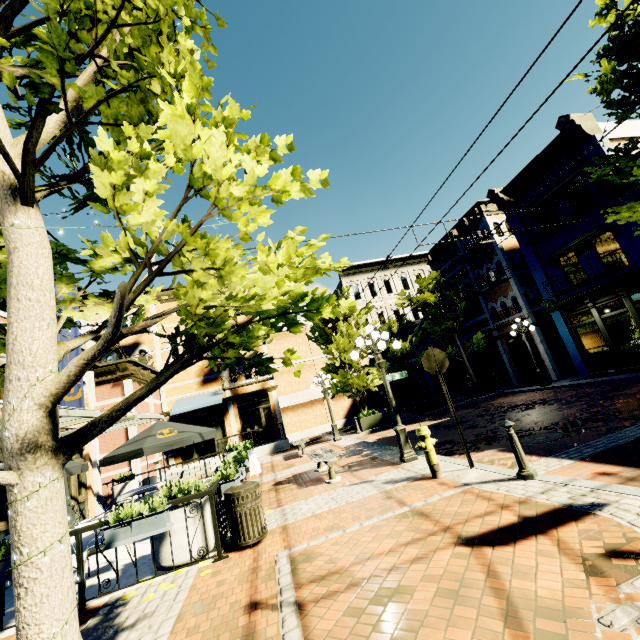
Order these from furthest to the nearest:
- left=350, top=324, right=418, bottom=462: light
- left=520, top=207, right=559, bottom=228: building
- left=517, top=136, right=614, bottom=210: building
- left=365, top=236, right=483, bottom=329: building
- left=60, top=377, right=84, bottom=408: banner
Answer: left=365, top=236, right=483, bottom=329: building → left=520, top=207, right=559, bottom=228: building → left=517, top=136, right=614, bottom=210: building → left=60, top=377, right=84, bottom=408: banner → left=350, top=324, right=418, bottom=462: light

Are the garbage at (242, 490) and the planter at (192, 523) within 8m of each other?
yes

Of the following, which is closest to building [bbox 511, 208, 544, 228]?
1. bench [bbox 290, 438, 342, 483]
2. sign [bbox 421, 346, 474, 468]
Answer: sign [bbox 421, 346, 474, 468]

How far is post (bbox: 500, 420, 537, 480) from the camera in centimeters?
498cm

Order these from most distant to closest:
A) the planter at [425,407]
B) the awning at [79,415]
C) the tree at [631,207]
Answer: the planter at [425,407] < the tree at [631,207] < the awning at [79,415]

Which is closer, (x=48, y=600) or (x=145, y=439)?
(x=48, y=600)

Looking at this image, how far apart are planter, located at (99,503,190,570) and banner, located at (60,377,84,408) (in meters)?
8.06

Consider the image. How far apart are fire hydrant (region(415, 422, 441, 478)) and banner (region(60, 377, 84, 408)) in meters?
11.7
